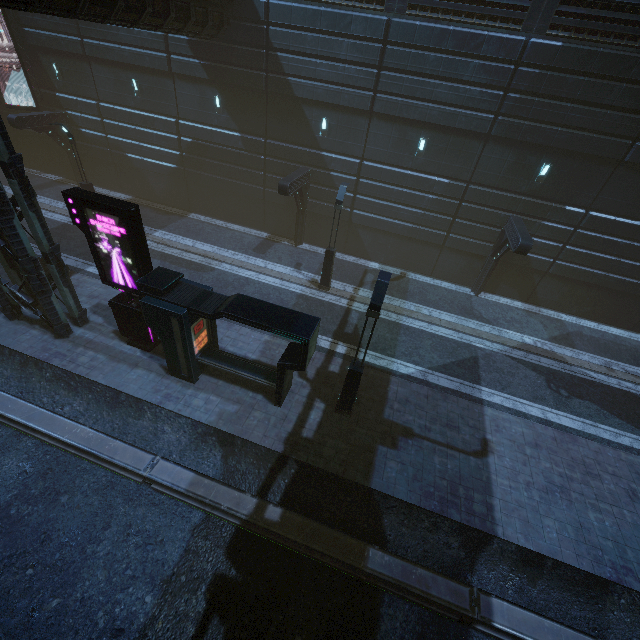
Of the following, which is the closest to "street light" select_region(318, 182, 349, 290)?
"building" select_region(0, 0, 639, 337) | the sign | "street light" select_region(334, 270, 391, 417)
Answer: "building" select_region(0, 0, 639, 337)

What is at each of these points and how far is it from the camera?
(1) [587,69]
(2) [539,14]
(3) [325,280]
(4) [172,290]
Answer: (1) building, 13.5 meters
(2) building, 13.3 meters
(3) street light, 17.8 meters
(4) building, 10.8 meters

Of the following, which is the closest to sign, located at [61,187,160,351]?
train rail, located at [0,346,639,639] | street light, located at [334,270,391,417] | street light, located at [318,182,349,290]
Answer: train rail, located at [0,346,639,639]

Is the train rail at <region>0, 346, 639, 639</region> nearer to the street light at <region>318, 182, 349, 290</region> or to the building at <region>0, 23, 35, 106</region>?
the building at <region>0, 23, 35, 106</region>

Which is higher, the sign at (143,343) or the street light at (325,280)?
the sign at (143,343)

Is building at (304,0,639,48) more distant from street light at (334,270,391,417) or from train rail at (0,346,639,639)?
street light at (334,270,391,417)

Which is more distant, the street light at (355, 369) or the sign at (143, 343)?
the sign at (143, 343)

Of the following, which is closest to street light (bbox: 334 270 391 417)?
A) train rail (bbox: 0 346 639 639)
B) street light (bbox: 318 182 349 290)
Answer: train rail (bbox: 0 346 639 639)
